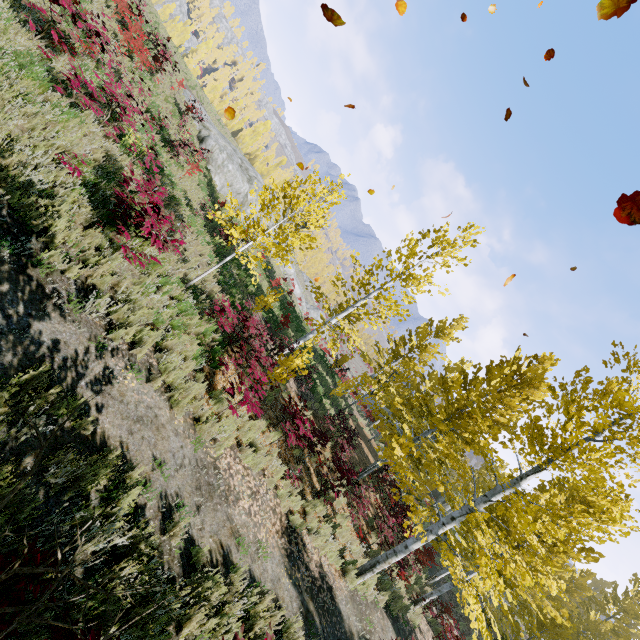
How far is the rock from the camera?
23.2m

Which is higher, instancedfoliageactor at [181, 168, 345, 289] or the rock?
instancedfoliageactor at [181, 168, 345, 289]

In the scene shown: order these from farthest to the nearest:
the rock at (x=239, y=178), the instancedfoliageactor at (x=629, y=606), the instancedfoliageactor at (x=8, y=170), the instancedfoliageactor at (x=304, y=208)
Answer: the rock at (x=239, y=178) → the instancedfoliageactor at (x=304, y=208) → the instancedfoliageactor at (x=629, y=606) → the instancedfoliageactor at (x=8, y=170)

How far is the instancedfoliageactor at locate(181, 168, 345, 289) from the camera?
7.76m

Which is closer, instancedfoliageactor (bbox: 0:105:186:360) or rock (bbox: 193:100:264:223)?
instancedfoliageactor (bbox: 0:105:186:360)

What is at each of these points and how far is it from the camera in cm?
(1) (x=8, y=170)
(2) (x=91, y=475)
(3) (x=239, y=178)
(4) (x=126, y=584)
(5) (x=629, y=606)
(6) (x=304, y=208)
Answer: (1) instancedfoliageactor, 446
(2) instancedfoliageactor, 364
(3) rock, 2472
(4) instancedfoliageactor, 229
(5) instancedfoliageactor, 2580
(6) instancedfoliageactor, 783

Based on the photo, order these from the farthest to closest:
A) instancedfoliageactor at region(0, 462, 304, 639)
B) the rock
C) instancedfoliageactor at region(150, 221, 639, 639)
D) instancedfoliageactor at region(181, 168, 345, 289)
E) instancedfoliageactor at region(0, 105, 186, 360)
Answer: the rock, instancedfoliageactor at region(181, 168, 345, 289), instancedfoliageactor at region(150, 221, 639, 639), instancedfoliageactor at region(0, 105, 186, 360), instancedfoliageactor at region(0, 462, 304, 639)

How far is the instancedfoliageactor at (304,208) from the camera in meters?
7.8
